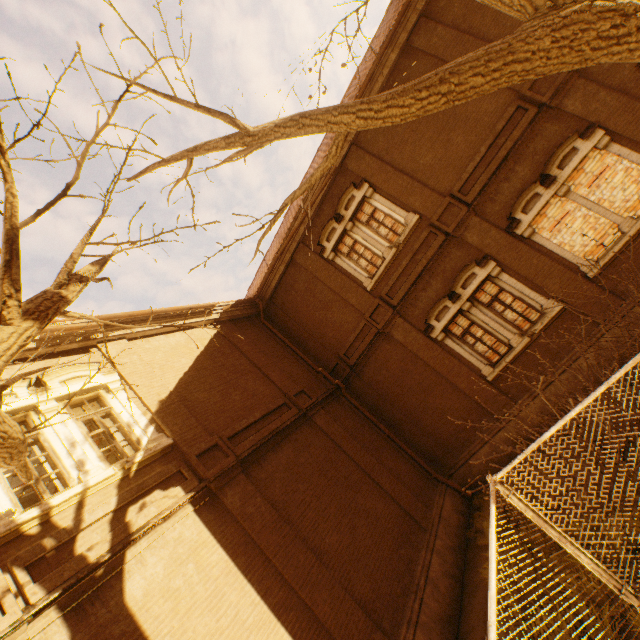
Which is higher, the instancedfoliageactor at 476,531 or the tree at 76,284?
the tree at 76,284

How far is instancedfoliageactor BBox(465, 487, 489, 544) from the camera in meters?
8.4 m

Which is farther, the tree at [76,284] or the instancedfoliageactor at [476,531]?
the instancedfoliageactor at [476,531]

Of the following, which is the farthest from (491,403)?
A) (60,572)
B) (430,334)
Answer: (60,572)

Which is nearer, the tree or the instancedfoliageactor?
the tree

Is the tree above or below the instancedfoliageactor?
above
